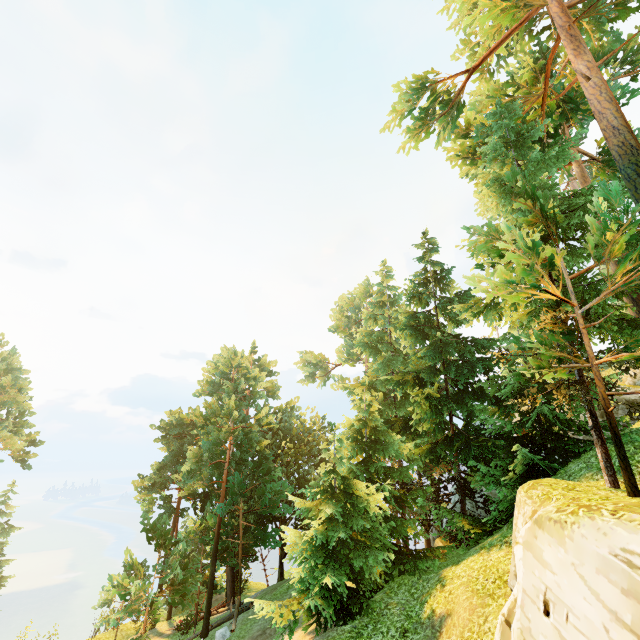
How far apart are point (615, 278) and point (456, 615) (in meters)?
10.83

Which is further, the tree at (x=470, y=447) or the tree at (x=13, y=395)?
the tree at (x=13, y=395)

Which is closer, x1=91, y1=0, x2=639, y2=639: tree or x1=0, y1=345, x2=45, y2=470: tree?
x1=91, y1=0, x2=639, y2=639: tree
